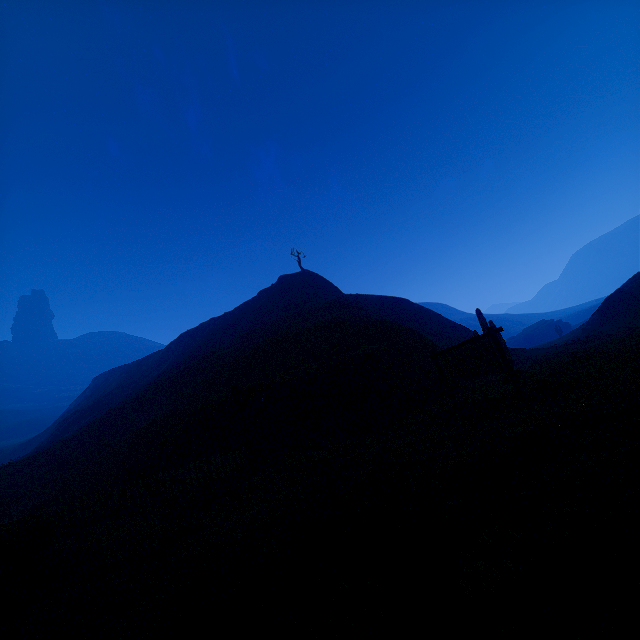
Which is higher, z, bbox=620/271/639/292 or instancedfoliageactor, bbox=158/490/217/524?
z, bbox=620/271/639/292

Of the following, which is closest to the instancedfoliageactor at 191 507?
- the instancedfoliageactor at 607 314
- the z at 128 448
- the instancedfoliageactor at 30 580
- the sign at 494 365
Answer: the z at 128 448

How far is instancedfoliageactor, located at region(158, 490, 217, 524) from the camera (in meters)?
8.48

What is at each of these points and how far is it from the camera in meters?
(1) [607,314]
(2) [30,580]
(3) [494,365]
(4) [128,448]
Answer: (1) instancedfoliageactor, 32.2
(2) instancedfoliageactor, 5.7
(3) sign, 10.1
(4) z, 16.4

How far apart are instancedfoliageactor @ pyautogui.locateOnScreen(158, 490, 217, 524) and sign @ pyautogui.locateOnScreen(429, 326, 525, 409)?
8.5m

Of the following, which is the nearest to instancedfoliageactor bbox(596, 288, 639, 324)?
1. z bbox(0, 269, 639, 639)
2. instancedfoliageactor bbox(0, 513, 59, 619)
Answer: z bbox(0, 269, 639, 639)

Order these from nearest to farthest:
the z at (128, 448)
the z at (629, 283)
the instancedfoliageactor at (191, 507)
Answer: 1. the z at (128, 448)
2. the instancedfoliageactor at (191, 507)
3. the z at (629, 283)

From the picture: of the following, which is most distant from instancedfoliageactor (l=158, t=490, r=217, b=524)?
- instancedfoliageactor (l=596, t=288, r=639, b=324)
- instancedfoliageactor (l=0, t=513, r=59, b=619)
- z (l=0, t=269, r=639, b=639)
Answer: instancedfoliageactor (l=596, t=288, r=639, b=324)
